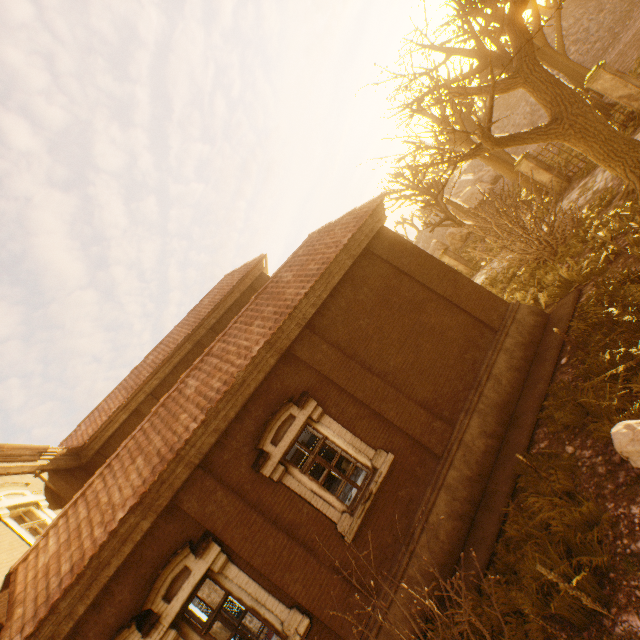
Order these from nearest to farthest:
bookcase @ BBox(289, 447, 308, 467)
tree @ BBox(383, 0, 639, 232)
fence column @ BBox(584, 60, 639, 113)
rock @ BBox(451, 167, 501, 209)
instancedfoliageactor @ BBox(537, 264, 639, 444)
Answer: instancedfoliageactor @ BBox(537, 264, 639, 444) → tree @ BBox(383, 0, 639, 232) → fence column @ BBox(584, 60, 639, 113) → bookcase @ BBox(289, 447, 308, 467) → rock @ BBox(451, 167, 501, 209)

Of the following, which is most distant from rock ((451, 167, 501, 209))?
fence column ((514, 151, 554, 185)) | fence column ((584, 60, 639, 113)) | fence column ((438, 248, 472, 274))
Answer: fence column ((584, 60, 639, 113))

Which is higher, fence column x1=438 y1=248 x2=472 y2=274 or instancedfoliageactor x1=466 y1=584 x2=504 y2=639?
fence column x1=438 y1=248 x2=472 y2=274

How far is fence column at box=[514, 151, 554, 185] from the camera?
15.6m

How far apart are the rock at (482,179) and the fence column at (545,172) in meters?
29.6

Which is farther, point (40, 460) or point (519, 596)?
point (40, 460)

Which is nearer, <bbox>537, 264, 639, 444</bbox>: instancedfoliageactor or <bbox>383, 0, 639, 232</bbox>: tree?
<bbox>537, 264, 639, 444</bbox>: instancedfoliageactor

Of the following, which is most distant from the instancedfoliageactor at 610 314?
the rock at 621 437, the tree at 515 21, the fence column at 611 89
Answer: the fence column at 611 89
